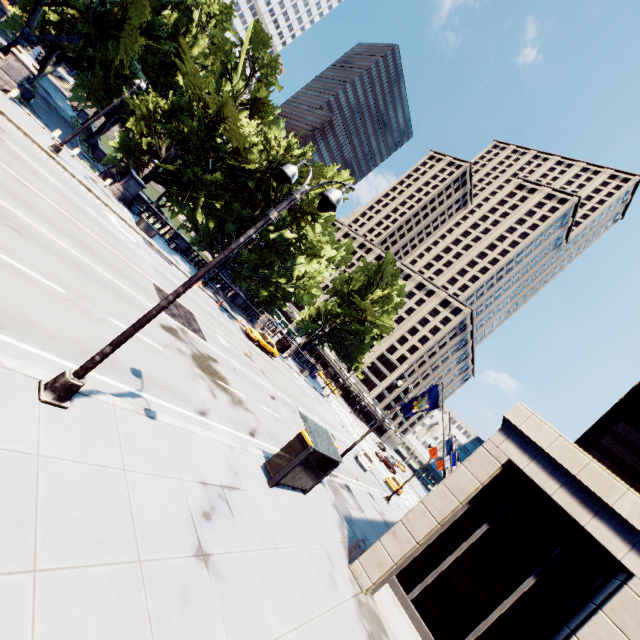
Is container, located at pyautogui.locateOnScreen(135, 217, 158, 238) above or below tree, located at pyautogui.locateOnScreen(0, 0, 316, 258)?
below

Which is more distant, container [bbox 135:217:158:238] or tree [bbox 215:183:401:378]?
tree [bbox 215:183:401:378]

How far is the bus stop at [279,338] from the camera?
41.7m

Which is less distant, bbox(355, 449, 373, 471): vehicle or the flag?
the flag

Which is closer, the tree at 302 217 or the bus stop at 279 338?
the tree at 302 217

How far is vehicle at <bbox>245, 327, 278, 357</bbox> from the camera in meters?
33.2 m

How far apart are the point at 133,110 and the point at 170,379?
50.2 meters

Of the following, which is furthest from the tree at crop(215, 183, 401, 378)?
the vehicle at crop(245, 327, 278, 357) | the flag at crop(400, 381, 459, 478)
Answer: the flag at crop(400, 381, 459, 478)
